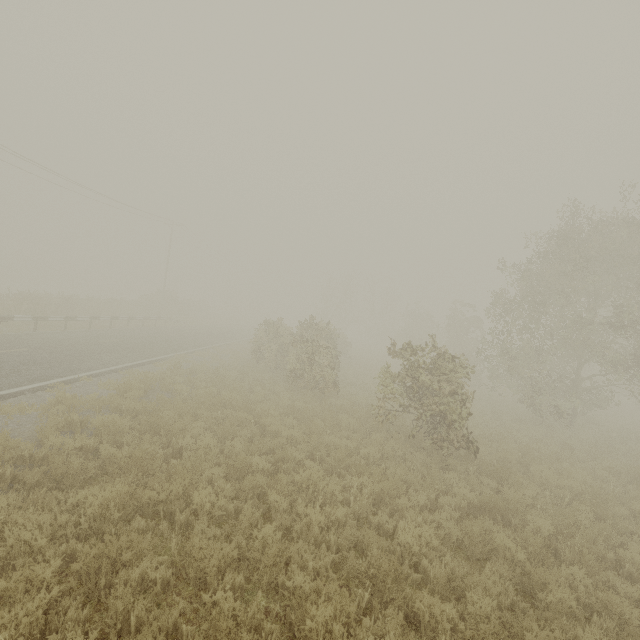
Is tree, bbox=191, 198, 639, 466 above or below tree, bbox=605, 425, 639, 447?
above

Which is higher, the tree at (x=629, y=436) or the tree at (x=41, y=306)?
the tree at (x=41, y=306)

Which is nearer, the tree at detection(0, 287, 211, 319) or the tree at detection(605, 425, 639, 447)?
the tree at detection(605, 425, 639, 447)

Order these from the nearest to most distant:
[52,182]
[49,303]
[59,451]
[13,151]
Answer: [59,451], [13,151], [49,303], [52,182]

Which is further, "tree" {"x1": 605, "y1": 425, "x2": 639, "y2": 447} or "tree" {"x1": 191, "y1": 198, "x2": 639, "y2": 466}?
"tree" {"x1": 605, "y1": 425, "x2": 639, "y2": 447}

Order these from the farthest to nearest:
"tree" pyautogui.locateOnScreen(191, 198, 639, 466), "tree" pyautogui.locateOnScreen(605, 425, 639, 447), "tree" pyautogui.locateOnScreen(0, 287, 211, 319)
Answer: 1. "tree" pyautogui.locateOnScreen(0, 287, 211, 319)
2. "tree" pyautogui.locateOnScreen(605, 425, 639, 447)
3. "tree" pyautogui.locateOnScreen(191, 198, 639, 466)

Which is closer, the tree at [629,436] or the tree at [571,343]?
the tree at [571,343]

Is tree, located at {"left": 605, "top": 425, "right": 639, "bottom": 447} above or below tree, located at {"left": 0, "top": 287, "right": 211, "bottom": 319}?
below
